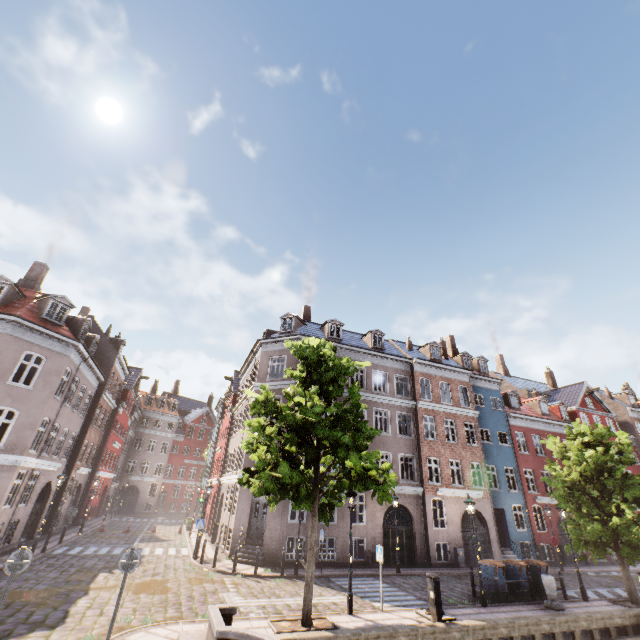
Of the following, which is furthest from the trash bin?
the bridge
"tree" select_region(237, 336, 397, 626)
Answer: the bridge

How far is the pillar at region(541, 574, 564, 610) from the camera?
13.02m

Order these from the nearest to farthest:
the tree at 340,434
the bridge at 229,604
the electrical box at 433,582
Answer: the bridge at 229,604, the tree at 340,434, the electrical box at 433,582

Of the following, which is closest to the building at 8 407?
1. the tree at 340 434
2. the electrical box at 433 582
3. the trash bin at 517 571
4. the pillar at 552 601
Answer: the tree at 340 434

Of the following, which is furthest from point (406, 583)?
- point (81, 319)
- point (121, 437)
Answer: point (121, 437)

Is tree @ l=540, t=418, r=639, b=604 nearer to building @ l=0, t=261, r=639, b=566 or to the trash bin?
the trash bin

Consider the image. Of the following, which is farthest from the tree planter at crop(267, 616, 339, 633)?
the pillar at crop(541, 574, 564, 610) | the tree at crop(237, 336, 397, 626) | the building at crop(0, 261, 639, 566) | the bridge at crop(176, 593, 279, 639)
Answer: the pillar at crop(541, 574, 564, 610)

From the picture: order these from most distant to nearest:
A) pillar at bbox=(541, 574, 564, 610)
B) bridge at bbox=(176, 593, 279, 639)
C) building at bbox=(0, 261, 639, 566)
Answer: building at bbox=(0, 261, 639, 566) → pillar at bbox=(541, 574, 564, 610) → bridge at bbox=(176, 593, 279, 639)
